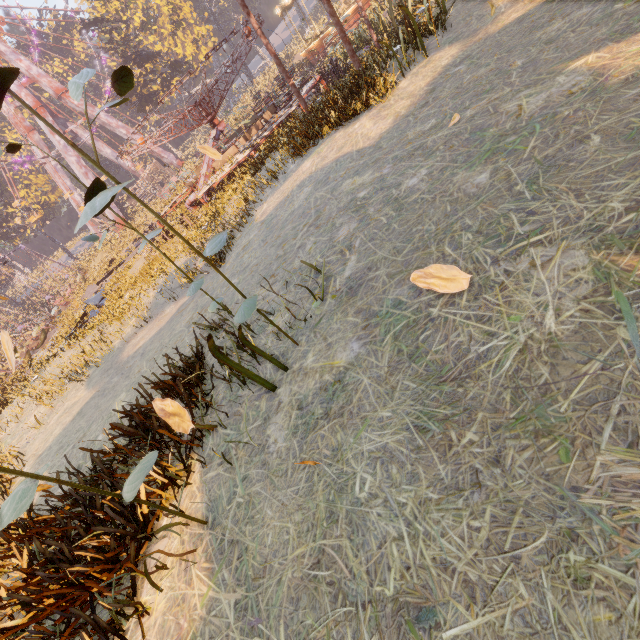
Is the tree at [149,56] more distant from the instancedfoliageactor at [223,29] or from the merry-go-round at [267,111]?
the merry-go-round at [267,111]

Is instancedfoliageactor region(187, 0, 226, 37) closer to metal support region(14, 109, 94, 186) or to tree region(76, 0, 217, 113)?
tree region(76, 0, 217, 113)

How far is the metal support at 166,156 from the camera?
48.1m

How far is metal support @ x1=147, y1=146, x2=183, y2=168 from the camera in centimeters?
4806cm

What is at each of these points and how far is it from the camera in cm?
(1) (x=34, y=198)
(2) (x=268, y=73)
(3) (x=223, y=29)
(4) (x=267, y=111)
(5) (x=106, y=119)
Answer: (1) instancedfoliageactor, 4809
(2) instancedfoliageactor, 4928
(3) instancedfoliageactor, 5106
(4) merry-go-round, 1612
(5) metal support, 4369

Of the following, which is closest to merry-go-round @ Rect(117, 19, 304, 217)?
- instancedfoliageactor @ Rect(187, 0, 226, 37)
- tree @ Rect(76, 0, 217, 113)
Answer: instancedfoliageactor @ Rect(187, 0, 226, 37)

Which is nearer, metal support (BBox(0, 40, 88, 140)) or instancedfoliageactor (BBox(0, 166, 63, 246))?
metal support (BBox(0, 40, 88, 140))

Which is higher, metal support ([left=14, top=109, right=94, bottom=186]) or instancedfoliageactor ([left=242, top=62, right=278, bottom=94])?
metal support ([left=14, top=109, right=94, bottom=186])
